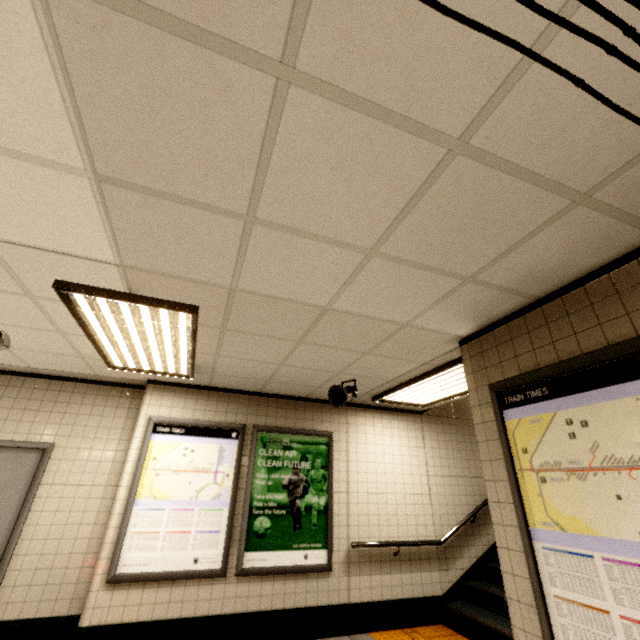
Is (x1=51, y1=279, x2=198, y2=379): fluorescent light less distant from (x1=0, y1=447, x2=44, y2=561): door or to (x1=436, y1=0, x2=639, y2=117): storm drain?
(x1=436, y1=0, x2=639, y2=117): storm drain

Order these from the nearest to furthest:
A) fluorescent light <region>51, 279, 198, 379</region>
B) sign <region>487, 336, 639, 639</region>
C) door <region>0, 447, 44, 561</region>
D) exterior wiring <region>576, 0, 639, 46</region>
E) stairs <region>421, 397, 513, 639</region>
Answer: exterior wiring <region>576, 0, 639, 46</region> < sign <region>487, 336, 639, 639</region> < fluorescent light <region>51, 279, 198, 379</region> < door <region>0, 447, 44, 561</region> < stairs <region>421, 397, 513, 639</region>

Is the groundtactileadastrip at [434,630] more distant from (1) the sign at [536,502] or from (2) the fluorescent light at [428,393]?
(2) the fluorescent light at [428,393]

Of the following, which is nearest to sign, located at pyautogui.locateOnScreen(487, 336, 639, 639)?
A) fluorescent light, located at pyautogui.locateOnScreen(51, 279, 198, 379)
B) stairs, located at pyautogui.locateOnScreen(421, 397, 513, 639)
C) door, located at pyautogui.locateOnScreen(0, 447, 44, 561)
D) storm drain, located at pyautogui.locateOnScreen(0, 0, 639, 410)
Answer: storm drain, located at pyautogui.locateOnScreen(0, 0, 639, 410)

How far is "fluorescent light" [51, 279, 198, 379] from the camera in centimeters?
245cm

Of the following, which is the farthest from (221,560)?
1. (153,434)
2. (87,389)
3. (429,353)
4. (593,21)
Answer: (593,21)

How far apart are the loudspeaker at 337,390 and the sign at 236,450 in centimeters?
146cm

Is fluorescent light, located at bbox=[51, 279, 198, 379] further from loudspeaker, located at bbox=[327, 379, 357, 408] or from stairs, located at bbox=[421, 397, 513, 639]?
stairs, located at bbox=[421, 397, 513, 639]
